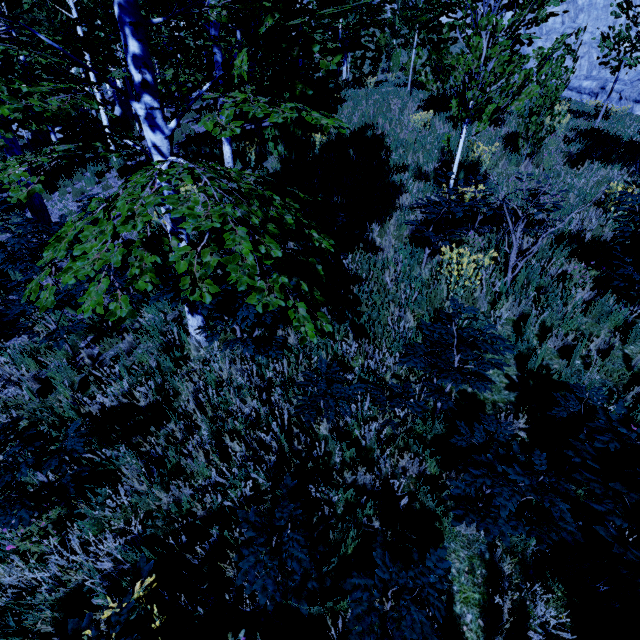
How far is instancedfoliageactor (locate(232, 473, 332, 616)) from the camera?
2.0m

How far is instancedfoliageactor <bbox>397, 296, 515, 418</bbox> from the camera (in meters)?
2.60

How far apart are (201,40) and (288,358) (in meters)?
48.73

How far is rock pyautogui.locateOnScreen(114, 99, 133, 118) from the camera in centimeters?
2359cm

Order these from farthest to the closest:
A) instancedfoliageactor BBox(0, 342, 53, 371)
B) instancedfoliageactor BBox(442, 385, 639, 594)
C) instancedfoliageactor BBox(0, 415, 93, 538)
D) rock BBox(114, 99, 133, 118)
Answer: rock BBox(114, 99, 133, 118), instancedfoliageactor BBox(0, 342, 53, 371), instancedfoliageactor BBox(0, 415, 93, 538), instancedfoliageactor BBox(442, 385, 639, 594)

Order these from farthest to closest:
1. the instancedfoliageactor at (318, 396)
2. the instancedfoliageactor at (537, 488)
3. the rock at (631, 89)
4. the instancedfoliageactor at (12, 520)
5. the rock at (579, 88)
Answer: the rock at (579, 88) < the rock at (631, 89) < the instancedfoliageactor at (318, 396) < the instancedfoliageactor at (12, 520) < the instancedfoliageactor at (537, 488)

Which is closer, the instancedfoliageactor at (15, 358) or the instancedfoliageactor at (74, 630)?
the instancedfoliageactor at (74, 630)
